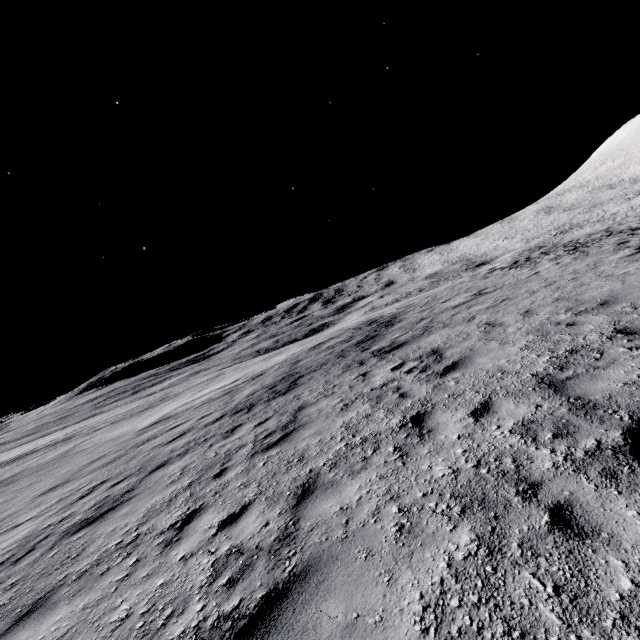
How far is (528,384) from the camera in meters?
5.2
